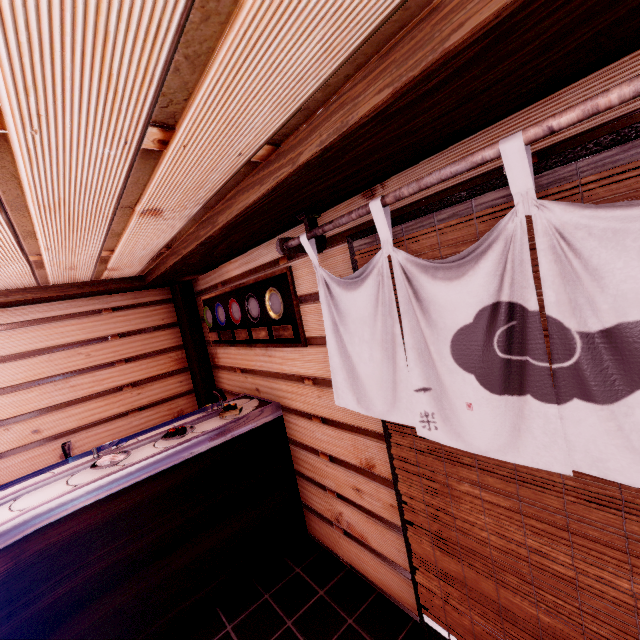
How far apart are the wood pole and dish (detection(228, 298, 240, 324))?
2.1 meters

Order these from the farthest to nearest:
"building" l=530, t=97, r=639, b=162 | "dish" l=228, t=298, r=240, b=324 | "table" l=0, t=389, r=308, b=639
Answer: "dish" l=228, t=298, r=240, b=324 → "table" l=0, t=389, r=308, b=639 → "building" l=530, t=97, r=639, b=162

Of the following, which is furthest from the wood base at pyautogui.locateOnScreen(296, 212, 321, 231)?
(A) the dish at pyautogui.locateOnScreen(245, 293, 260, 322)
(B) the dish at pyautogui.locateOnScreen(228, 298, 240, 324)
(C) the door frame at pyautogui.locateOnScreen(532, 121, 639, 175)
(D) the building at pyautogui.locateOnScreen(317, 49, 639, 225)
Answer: (B) the dish at pyautogui.locateOnScreen(228, 298, 240, 324)

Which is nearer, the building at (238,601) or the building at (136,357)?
the building at (238,601)

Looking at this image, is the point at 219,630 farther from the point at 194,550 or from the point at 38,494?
the point at 38,494

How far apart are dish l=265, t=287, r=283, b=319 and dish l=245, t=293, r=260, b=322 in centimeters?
24cm

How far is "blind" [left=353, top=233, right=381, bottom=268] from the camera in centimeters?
295cm

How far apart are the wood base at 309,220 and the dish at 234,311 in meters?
2.6
